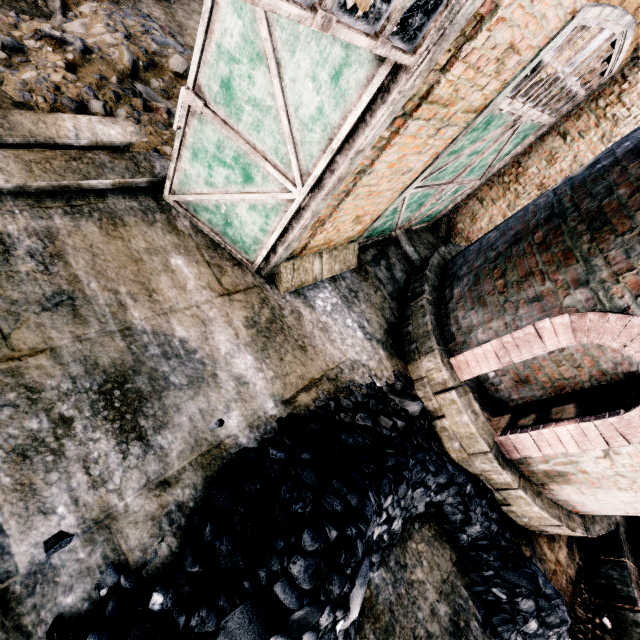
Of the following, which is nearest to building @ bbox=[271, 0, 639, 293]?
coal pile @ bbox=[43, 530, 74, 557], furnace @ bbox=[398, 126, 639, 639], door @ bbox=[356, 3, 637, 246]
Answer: door @ bbox=[356, 3, 637, 246]

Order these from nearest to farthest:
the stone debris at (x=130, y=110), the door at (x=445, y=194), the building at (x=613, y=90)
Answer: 1. the building at (x=613, y=90)
2. the door at (x=445, y=194)
3. the stone debris at (x=130, y=110)

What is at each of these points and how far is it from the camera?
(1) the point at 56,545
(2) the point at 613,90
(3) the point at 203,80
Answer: (1) coal pile, 2.97m
(2) building, 6.90m
(3) door, 3.78m

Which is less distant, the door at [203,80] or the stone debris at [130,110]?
the door at [203,80]

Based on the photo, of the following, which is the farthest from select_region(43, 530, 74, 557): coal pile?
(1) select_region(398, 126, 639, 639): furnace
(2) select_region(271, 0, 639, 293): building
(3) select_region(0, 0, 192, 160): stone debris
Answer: (1) select_region(398, 126, 639, 639): furnace

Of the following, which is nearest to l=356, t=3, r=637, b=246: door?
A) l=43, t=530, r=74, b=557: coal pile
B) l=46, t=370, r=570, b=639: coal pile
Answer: l=46, t=370, r=570, b=639: coal pile

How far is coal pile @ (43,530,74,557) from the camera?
2.9m

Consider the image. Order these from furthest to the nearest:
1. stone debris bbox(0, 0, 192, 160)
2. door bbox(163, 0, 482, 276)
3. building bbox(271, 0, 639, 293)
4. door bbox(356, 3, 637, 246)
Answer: stone debris bbox(0, 0, 192, 160)
door bbox(356, 3, 637, 246)
building bbox(271, 0, 639, 293)
door bbox(163, 0, 482, 276)
